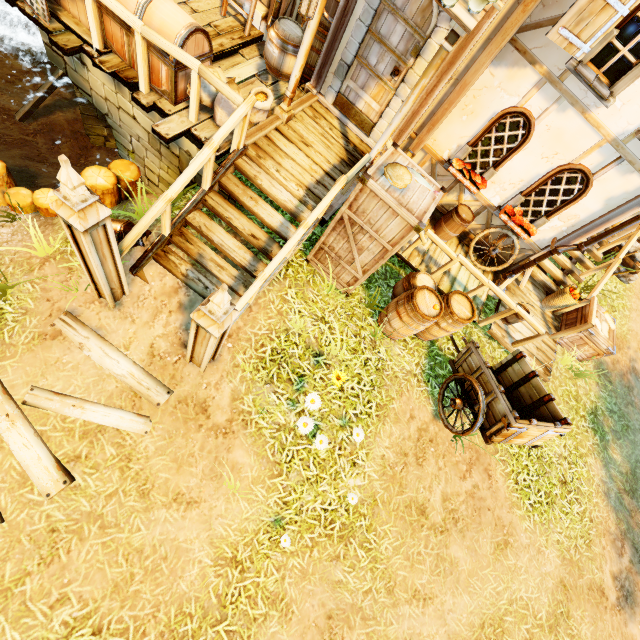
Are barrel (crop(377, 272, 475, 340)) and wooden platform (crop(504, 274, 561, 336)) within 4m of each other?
yes

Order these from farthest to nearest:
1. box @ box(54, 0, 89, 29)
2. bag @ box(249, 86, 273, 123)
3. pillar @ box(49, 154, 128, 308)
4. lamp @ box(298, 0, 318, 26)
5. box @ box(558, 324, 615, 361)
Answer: box @ box(558, 324, 615, 361) → bag @ box(249, 86, 273, 123) → box @ box(54, 0, 89, 29) → lamp @ box(298, 0, 318, 26) → pillar @ box(49, 154, 128, 308)

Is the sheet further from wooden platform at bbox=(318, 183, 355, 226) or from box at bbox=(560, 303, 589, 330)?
wooden platform at bbox=(318, 183, 355, 226)

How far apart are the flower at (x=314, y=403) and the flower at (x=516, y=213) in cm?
544

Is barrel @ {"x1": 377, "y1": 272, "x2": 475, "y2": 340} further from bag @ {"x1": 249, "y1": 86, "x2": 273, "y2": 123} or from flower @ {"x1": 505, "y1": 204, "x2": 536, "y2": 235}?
bag @ {"x1": 249, "y1": 86, "x2": 273, "y2": 123}

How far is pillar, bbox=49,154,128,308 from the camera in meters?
2.8 m

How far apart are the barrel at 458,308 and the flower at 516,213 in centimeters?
214cm

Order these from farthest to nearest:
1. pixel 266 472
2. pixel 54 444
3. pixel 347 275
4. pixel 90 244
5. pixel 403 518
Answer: pixel 347 275 → pixel 403 518 → pixel 266 472 → pixel 54 444 → pixel 90 244
